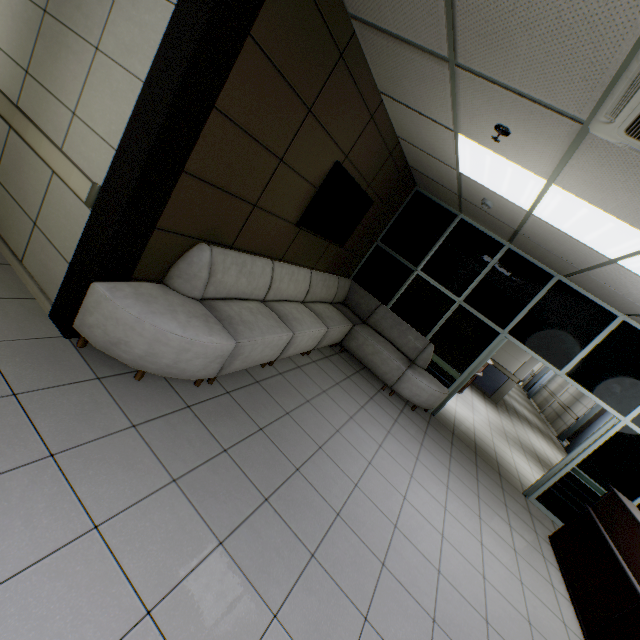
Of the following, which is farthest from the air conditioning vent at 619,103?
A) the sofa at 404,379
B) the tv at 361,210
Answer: the sofa at 404,379

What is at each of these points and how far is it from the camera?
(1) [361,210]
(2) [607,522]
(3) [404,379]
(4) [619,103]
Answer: (1) tv, 4.9 meters
(2) desk, 4.2 meters
(3) sofa, 5.6 meters
(4) air conditioning vent, 1.6 meters

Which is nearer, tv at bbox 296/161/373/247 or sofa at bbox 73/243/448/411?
sofa at bbox 73/243/448/411

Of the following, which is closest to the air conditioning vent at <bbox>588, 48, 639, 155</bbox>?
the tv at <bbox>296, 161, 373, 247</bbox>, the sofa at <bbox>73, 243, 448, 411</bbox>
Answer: the tv at <bbox>296, 161, 373, 247</bbox>

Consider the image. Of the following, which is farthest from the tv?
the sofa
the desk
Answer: the desk

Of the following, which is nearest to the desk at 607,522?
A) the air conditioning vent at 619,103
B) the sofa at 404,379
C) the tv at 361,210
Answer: the sofa at 404,379

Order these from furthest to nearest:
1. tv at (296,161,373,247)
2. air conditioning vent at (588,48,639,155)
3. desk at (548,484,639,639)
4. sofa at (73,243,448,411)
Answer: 1. tv at (296,161,373,247)
2. desk at (548,484,639,639)
3. sofa at (73,243,448,411)
4. air conditioning vent at (588,48,639,155)

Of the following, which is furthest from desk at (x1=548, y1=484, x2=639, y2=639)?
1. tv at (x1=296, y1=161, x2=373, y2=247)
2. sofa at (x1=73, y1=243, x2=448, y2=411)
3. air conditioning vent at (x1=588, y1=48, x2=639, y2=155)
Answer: tv at (x1=296, y1=161, x2=373, y2=247)
